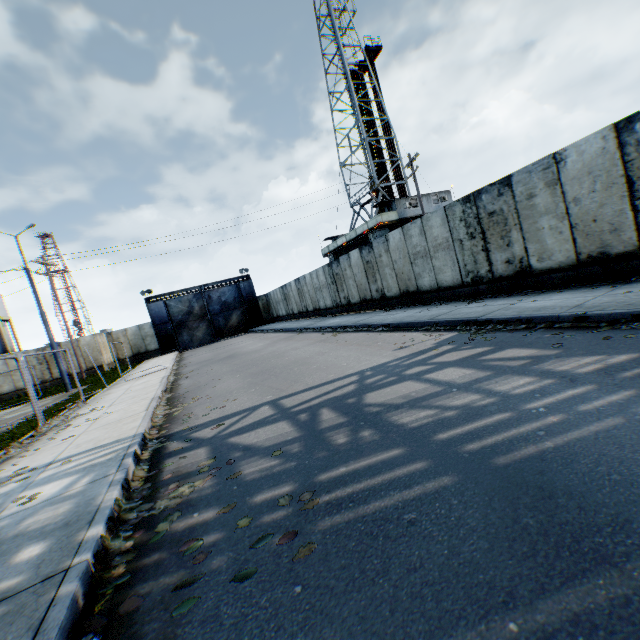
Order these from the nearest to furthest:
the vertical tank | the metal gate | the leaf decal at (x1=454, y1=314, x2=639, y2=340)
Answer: the leaf decal at (x1=454, y1=314, x2=639, y2=340)
the metal gate
the vertical tank

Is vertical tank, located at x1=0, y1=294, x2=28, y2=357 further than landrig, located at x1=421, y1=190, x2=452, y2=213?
Yes

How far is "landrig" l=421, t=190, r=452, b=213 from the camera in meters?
30.2

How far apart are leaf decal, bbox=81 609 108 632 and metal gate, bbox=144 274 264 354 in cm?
3380

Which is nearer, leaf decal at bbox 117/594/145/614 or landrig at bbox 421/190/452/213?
leaf decal at bbox 117/594/145/614

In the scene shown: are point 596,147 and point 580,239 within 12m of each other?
yes

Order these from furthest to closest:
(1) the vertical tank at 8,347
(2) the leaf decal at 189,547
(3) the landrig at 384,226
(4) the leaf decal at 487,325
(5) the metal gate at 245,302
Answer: (1) the vertical tank at 8,347 < (5) the metal gate at 245,302 < (3) the landrig at 384,226 < (4) the leaf decal at 487,325 < (2) the leaf decal at 189,547

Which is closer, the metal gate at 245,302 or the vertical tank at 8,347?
the metal gate at 245,302
